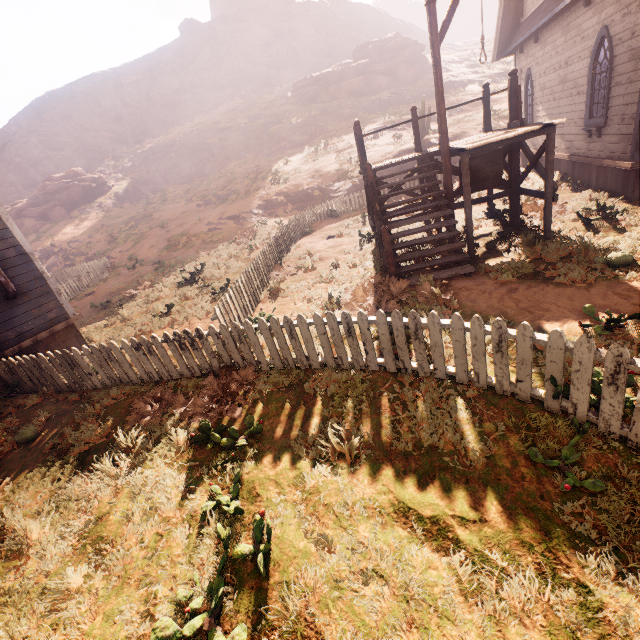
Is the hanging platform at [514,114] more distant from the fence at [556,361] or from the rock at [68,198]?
the rock at [68,198]

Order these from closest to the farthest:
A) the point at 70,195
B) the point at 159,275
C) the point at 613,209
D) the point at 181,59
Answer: the point at 613,209
the point at 159,275
the point at 70,195
the point at 181,59

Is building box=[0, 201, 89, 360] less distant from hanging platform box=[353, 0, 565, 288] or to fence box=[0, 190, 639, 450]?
fence box=[0, 190, 639, 450]

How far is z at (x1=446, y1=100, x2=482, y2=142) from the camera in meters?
20.5 m

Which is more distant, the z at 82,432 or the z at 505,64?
the z at 505,64

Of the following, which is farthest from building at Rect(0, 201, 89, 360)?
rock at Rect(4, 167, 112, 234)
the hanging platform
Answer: rock at Rect(4, 167, 112, 234)

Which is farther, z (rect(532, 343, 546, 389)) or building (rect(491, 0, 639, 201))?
building (rect(491, 0, 639, 201))

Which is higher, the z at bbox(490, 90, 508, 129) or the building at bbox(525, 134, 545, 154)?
the z at bbox(490, 90, 508, 129)
